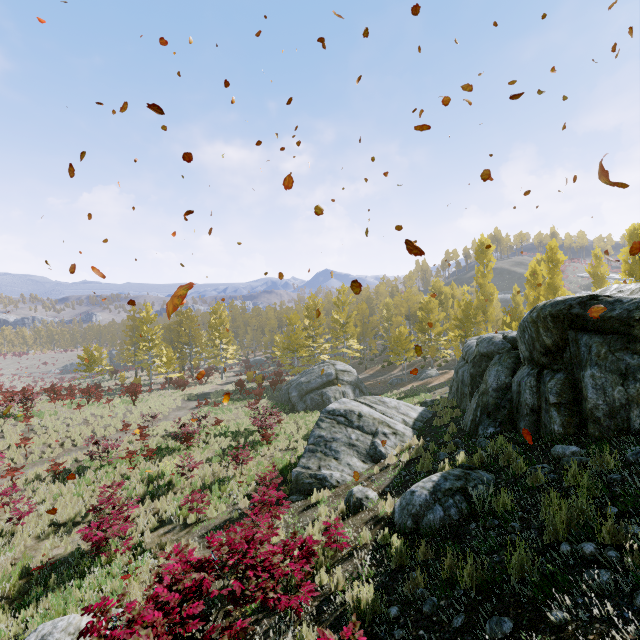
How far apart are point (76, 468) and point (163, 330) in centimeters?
2901cm

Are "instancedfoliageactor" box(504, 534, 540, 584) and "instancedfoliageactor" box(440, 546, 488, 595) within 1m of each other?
yes

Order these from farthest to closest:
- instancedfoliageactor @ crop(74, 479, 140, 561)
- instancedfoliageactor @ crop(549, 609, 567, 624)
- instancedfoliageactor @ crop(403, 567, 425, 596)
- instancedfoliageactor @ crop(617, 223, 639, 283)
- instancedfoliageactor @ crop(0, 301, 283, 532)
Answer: instancedfoliageactor @ crop(617, 223, 639, 283) < instancedfoliageactor @ crop(0, 301, 283, 532) < instancedfoliageactor @ crop(74, 479, 140, 561) < instancedfoliageactor @ crop(403, 567, 425, 596) < instancedfoliageactor @ crop(549, 609, 567, 624)

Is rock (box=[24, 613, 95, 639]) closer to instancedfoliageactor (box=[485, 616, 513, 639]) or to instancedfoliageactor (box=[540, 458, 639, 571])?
instancedfoliageactor (box=[485, 616, 513, 639])

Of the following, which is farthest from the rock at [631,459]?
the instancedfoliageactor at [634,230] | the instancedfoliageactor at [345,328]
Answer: the instancedfoliageactor at [634,230]

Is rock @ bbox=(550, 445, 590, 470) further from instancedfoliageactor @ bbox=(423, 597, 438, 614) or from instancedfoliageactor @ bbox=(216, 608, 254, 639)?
instancedfoliageactor @ bbox=(423, 597, 438, 614)

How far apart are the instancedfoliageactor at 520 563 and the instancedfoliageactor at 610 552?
0.4 meters

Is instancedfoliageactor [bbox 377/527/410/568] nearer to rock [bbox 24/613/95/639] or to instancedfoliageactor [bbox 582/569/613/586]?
rock [bbox 24/613/95/639]
